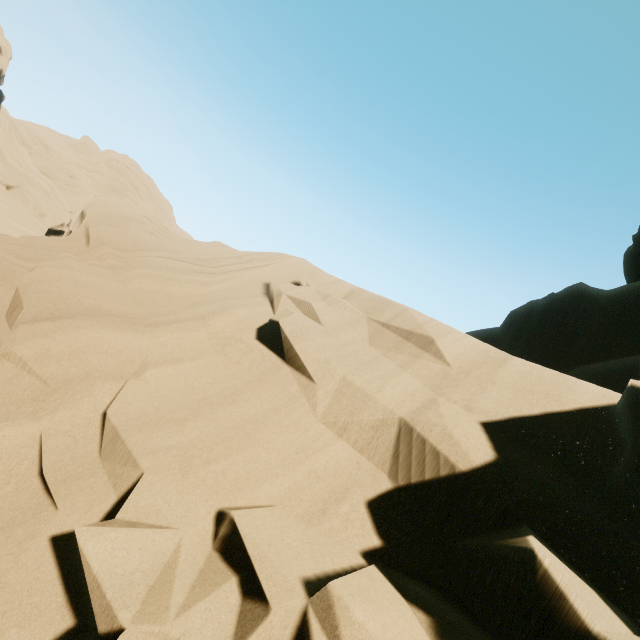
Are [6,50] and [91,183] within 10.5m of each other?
no

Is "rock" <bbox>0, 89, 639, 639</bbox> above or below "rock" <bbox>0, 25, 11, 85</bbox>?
below

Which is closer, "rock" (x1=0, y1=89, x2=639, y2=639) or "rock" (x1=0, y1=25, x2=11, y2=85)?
"rock" (x1=0, y1=89, x2=639, y2=639)

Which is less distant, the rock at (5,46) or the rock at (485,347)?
the rock at (485,347)

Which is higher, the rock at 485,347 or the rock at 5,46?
the rock at 5,46
